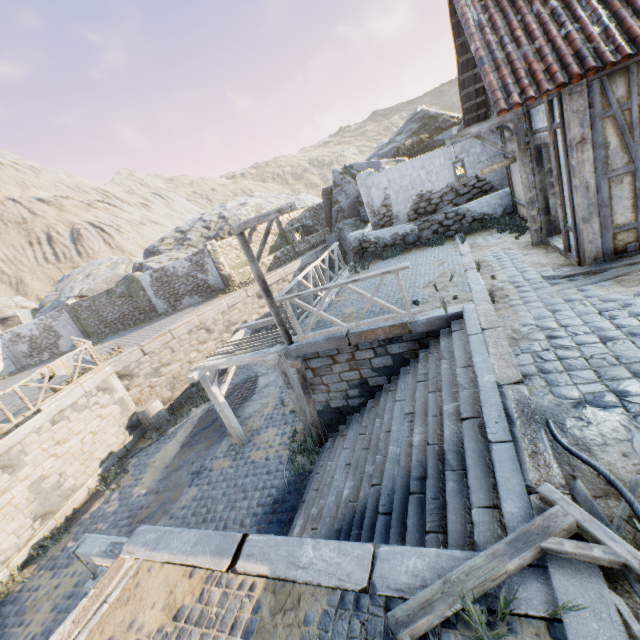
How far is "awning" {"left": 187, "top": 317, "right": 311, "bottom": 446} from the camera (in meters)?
8.58

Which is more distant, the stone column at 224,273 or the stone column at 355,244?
the stone column at 224,273

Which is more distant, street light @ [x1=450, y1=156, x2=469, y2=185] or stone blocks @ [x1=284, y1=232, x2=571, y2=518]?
street light @ [x1=450, y1=156, x2=469, y2=185]

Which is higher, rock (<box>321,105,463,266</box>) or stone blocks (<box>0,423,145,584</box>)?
rock (<box>321,105,463,266</box>)

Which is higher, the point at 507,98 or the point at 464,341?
the point at 507,98

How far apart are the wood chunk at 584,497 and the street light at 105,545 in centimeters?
465cm

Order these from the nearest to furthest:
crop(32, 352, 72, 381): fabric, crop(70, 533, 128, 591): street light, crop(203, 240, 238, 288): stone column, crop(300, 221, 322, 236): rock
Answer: crop(70, 533, 128, 591): street light
crop(32, 352, 72, 381): fabric
crop(203, 240, 238, 288): stone column
crop(300, 221, 322, 236): rock

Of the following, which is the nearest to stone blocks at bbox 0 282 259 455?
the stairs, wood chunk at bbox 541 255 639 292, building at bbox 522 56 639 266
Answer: the stairs
